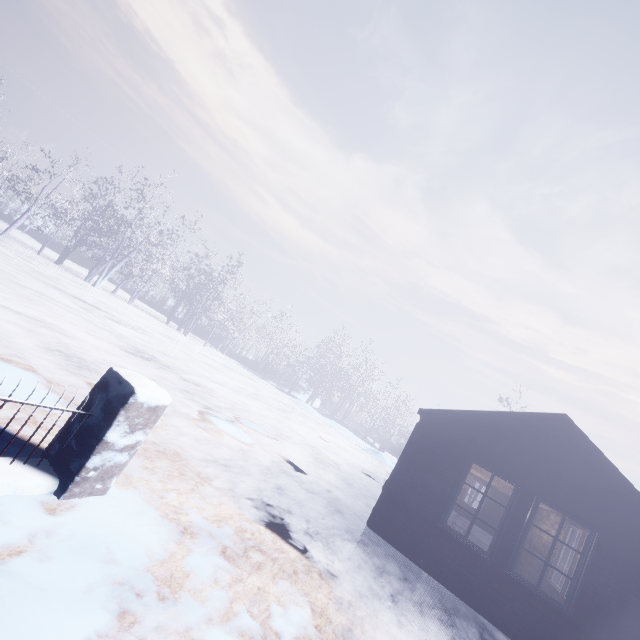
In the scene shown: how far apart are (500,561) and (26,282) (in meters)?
13.15
